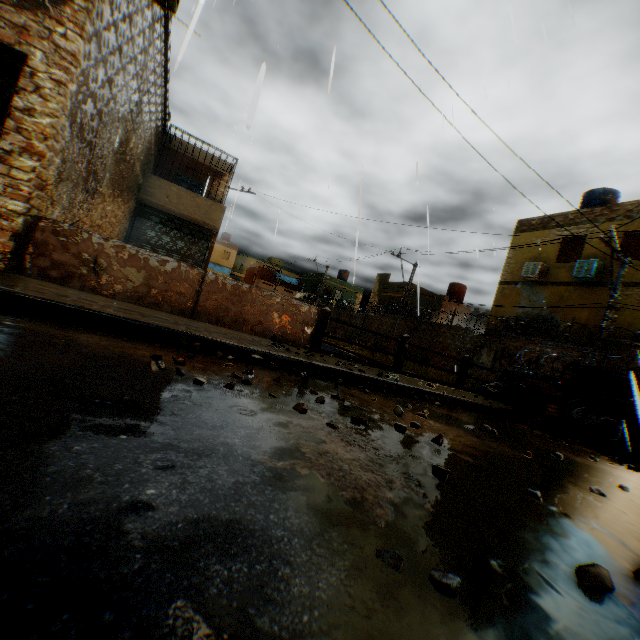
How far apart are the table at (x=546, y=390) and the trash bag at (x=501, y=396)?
0.0 meters

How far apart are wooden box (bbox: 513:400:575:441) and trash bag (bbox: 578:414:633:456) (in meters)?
0.38

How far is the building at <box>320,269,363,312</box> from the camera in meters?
43.7 m

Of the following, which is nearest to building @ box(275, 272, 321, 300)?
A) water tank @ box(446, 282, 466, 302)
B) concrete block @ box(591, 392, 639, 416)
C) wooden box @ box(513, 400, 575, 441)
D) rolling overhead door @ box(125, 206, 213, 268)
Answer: rolling overhead door @ box(125, 206, 213, 268)

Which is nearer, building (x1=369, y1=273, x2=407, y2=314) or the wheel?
the wheel

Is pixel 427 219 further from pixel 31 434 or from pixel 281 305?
pixel 31 434

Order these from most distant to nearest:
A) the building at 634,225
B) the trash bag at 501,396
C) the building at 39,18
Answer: the building at 634,225
the trash bag at 501,396
the building at 39,18

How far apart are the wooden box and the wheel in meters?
0.7 m
